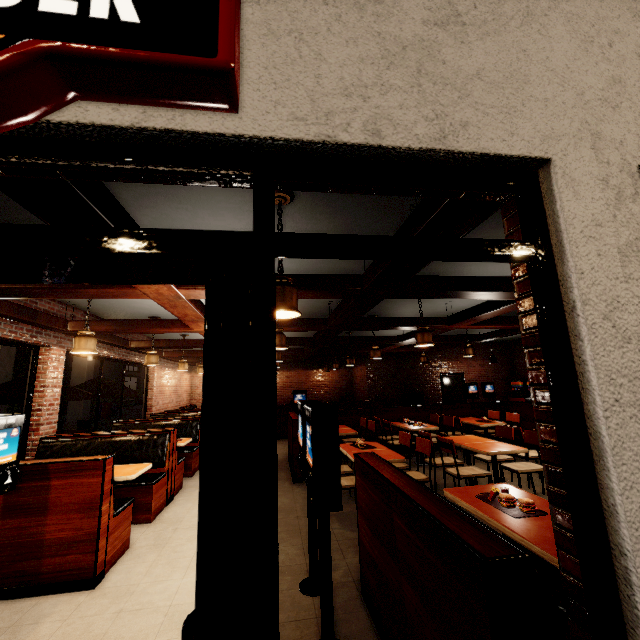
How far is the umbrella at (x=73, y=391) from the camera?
6.9m

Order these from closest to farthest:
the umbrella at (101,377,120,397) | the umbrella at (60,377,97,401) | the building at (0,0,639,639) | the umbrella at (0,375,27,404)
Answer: the building at (0,0,639,639), the umbrella at (0,375,27,404), the umbrella at (60,377,97,401), the umbrella at (101,377,120,397)

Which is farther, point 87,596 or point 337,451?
point 87,596

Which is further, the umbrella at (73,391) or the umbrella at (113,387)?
the umbrella at (113,387)

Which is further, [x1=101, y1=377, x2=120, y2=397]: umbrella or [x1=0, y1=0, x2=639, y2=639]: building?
[x1=101, y1=377, x2=120, y2=397]: umbrella

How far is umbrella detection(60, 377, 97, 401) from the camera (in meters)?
6.89

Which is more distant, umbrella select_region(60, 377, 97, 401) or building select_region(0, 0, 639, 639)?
umbrella select_region(60, 377, 97, 401)
